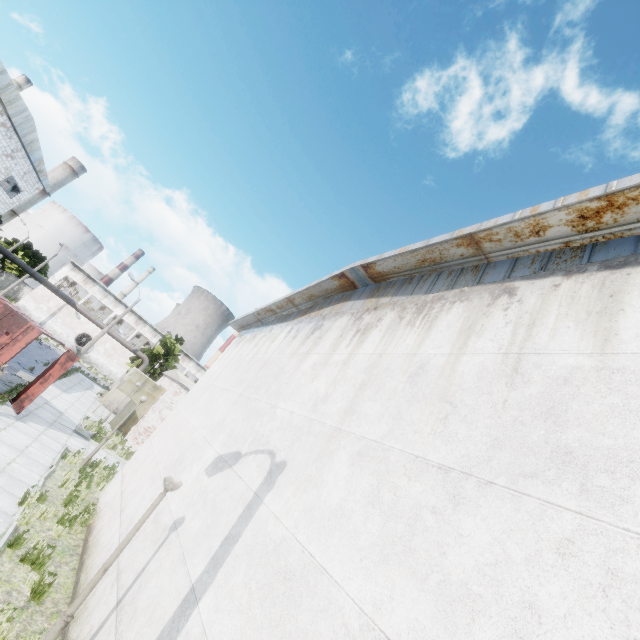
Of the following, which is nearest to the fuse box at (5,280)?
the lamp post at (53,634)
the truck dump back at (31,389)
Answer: the truck dump back at (31,389)

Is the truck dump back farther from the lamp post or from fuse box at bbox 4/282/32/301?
fuse box at bbox 4/282/32/301

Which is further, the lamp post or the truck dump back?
the truck dump back

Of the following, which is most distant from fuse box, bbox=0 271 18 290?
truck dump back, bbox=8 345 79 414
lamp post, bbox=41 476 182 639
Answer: lamp post, bbox=41 476 182 639

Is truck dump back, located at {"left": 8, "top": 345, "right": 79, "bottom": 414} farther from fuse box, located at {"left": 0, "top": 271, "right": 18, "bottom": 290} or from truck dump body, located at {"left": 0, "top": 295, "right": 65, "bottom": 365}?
fuse box, located at {"left": 0, "top": 271, "right": 18, "bottom": 290}

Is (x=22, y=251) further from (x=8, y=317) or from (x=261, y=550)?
(x=261, y=550)

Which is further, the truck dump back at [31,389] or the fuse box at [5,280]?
the fuse box at [5,280]

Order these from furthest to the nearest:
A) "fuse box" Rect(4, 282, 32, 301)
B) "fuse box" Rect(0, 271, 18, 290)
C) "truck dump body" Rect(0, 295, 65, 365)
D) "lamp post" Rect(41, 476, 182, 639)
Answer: "fuse box" Rect(4, 282, 32, 301)
"fuse box" Rect(0, 271, 18, 290)
"truck dump body" Rect(0, 295, 65, 365)
"lamp post" Rect(41, 476, 182, 639)
